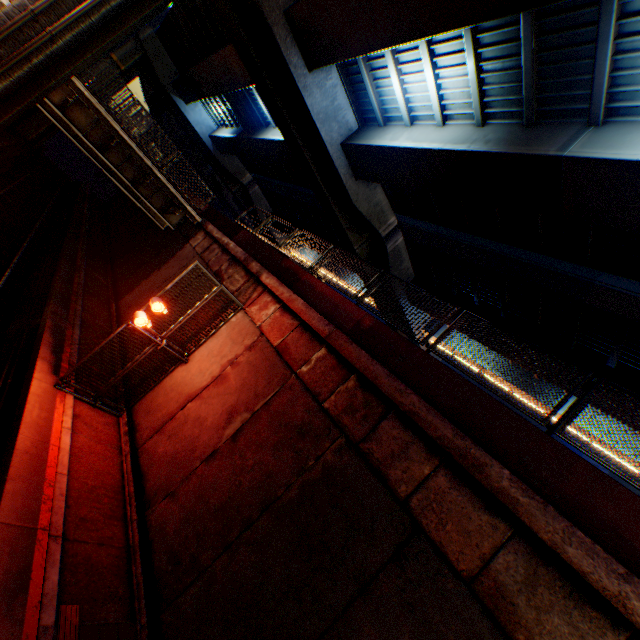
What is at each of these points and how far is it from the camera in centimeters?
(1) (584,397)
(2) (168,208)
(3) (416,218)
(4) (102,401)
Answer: (1) metal fence, 488cm
(2) bridge, 1773cm
(3) overpass support, 1870cm
(4) metal fence, 927cm

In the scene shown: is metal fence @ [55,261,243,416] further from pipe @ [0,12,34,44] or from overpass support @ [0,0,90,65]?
pipe @ [0,12,34,44]

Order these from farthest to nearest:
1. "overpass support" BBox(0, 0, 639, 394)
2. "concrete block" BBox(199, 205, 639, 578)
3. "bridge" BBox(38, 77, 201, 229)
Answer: "bridge" BBox(38, 77, 201, 229)
"overpass support" BBox(0, 0, 639, 394)
"concrete block" BBox(199, 205, 639, 578)

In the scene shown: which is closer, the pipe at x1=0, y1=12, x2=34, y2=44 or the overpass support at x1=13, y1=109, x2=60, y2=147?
the pipe at x1=0, y1=12, x2=34, y2=44

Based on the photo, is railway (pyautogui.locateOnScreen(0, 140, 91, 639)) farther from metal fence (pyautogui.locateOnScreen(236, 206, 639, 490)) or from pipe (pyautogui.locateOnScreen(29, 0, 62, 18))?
pipe (pyautogui.locateOnScreen(29, 0, 62, 18))

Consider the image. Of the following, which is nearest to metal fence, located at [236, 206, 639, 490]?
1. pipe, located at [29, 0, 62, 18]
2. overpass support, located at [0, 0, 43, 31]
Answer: overpass support, located at [0, 0, 43, 31]

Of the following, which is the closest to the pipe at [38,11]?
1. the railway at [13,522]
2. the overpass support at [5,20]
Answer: the overpass support at [5,20]

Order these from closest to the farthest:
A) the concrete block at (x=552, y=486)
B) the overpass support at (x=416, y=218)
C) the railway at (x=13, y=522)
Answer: the concrete block at (x=552, y=486) < the railway at (x=13, y=522) < the overpass support at (x=416, y=218)
